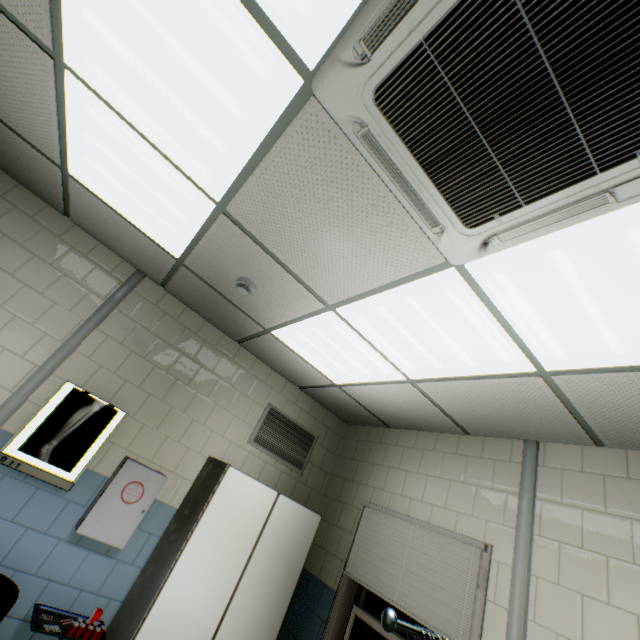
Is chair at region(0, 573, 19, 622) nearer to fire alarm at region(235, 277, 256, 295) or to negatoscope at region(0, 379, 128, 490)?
negatoscope at region(0, 379, 128, 490)

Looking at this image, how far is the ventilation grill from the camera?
3.72m

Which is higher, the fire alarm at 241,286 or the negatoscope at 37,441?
the fire alarm at 241,286

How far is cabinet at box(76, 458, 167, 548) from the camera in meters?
2.6 m

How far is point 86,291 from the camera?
3.00m

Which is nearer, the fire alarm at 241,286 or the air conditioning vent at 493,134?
the air conditioning vent at 493,134

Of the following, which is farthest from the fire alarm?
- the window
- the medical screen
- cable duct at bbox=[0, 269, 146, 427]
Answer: the window

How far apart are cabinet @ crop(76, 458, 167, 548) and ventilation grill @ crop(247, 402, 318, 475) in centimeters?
93cm
